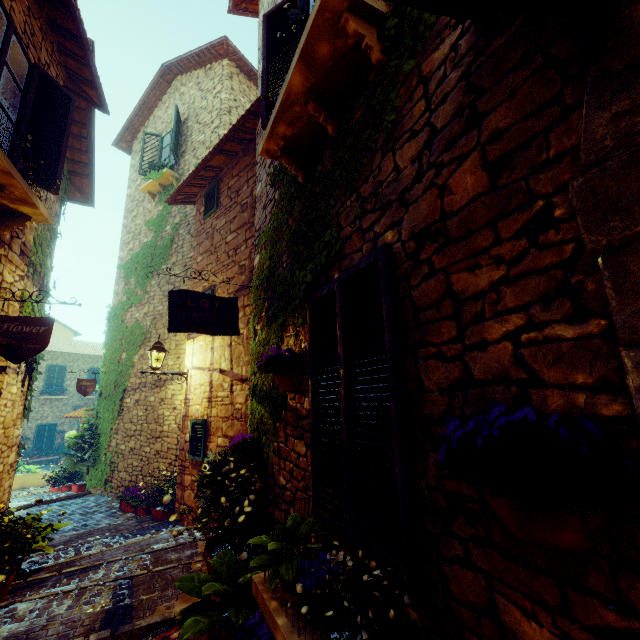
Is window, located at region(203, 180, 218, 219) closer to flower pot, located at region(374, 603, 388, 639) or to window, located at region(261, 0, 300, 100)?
window, located at region(261, 0, 300, 100)

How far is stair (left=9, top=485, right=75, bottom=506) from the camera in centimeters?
863cm

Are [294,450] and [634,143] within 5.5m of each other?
yes

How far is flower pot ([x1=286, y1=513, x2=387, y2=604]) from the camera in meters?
1.5 m

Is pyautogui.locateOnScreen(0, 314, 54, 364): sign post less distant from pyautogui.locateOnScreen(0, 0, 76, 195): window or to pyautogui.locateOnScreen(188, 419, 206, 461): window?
pyautogui.locateOnScreen(0, 0, 76, 195): window

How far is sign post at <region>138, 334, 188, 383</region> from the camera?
6.2 meters

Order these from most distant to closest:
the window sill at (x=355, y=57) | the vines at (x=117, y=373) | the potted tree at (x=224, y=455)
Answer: the vines at (x=117, y=373)
the potted tree at (x=224, y=455)
the window sill at (x=355, y=57)

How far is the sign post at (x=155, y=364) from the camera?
6.2 meters
